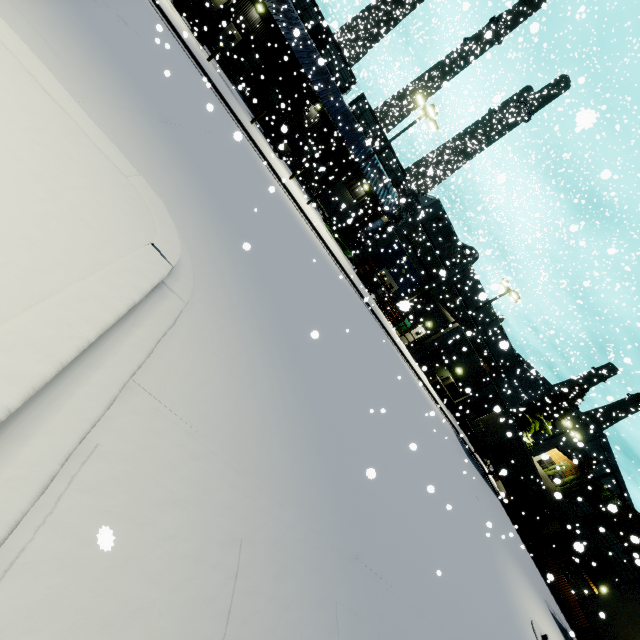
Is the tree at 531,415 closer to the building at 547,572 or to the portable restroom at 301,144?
the building at 547,572

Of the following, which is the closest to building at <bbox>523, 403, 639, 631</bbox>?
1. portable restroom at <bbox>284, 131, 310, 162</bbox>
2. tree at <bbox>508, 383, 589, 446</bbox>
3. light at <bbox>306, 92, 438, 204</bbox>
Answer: tree at <bbox>508, 383, 589, 446</bbox>

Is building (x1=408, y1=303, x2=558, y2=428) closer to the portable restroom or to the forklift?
the portable restroom

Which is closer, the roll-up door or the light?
the light

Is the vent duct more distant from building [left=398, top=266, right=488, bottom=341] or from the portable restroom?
the portable restroom

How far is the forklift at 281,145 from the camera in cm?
2492

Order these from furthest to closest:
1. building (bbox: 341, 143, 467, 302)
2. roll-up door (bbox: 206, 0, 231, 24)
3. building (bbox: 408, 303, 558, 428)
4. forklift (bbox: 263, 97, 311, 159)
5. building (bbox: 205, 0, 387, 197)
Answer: building (bbox: 341, 143, 467, 302), building (bbox: 408, 303, 558, 428), roll-up door (bbox: 206, 0, 231, 24), building (bbox: 205, 0, 387, 197), forklift (bbox: 263, 97, 311, 159)

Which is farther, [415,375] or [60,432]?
[415,375]
